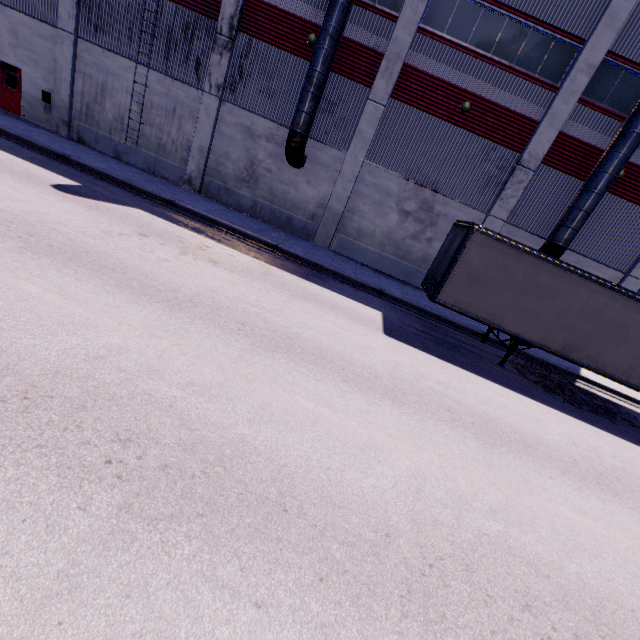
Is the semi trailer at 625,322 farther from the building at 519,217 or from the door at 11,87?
the door at 11,87

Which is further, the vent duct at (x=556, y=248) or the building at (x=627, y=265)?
the building at (x=627, y=265)

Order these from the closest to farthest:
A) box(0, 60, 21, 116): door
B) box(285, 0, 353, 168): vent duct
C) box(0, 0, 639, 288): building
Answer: box(285, 0, 353, 168): vent duct → box(0, 0, 639, 288): building → box(0, 60, 21, 116): door

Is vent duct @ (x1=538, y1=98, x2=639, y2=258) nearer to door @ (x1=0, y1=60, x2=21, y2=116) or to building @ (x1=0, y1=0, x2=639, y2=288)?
building @ (x1=0, y1=0, x2=639, y2=288)

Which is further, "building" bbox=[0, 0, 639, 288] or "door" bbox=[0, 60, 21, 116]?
"door" bbox=[0, 60, 21, 116]

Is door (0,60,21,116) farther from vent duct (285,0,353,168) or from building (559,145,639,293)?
vent duct (285,0,353,168)

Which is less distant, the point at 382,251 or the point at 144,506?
the point at 144,506

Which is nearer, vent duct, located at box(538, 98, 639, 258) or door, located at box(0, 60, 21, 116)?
vent duct, located at box(538, 98, 639, 258)
